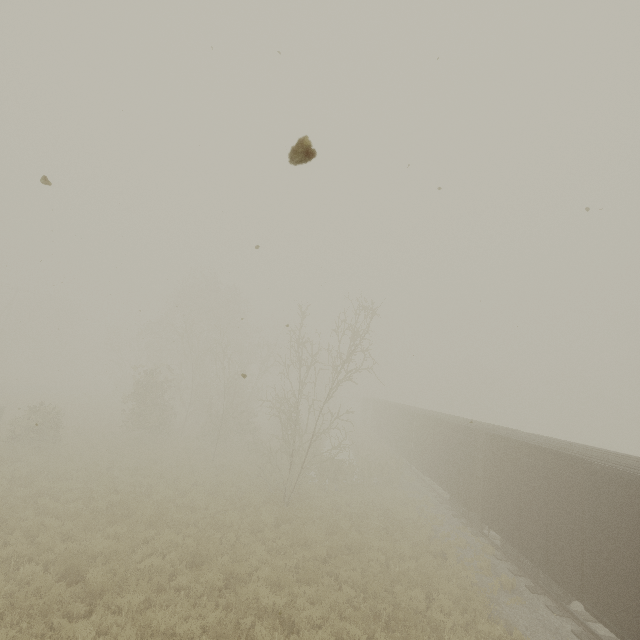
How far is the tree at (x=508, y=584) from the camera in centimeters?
1078cm

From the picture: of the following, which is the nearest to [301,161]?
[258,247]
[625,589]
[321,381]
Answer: [258,247]

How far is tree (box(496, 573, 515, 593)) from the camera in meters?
10.8

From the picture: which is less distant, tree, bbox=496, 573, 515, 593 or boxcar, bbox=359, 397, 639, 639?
boxcar, bbox=359, 397, 639, 639

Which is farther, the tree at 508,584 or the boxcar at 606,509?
the tree at 508,584

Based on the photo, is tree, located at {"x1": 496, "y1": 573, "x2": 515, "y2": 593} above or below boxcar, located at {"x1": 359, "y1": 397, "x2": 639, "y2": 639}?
below
